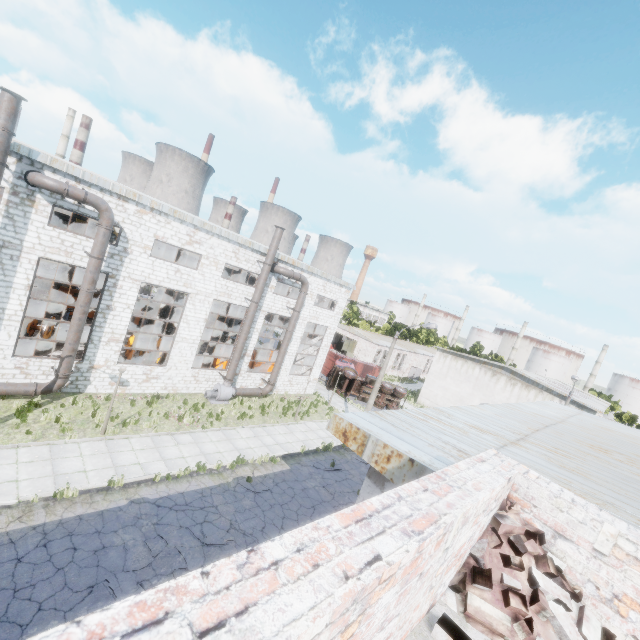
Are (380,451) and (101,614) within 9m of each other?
yes

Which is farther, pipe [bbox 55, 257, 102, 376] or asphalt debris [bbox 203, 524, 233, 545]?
pipe [bbox 55, 257, 102, 376]

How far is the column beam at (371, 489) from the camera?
4.4 meters

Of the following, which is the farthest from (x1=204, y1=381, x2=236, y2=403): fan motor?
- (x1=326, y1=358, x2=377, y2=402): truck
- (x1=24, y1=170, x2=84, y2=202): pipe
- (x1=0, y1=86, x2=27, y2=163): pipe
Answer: (x1=326, y1=358, x2=377, y2=402): truck

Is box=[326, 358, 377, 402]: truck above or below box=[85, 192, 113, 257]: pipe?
below

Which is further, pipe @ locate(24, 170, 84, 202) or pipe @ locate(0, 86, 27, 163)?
pipe @ locate(24, 170, 84, 202)

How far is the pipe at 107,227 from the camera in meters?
14.8 m

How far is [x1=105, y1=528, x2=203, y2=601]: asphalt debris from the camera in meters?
9.2
